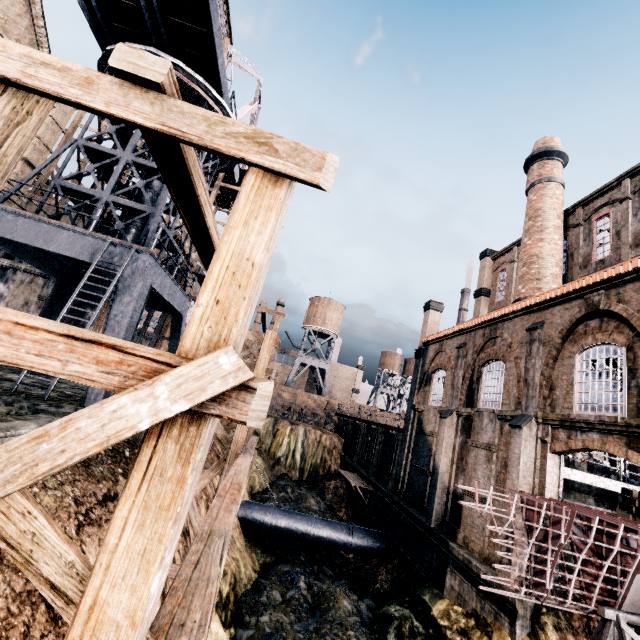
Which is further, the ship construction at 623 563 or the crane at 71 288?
the crane at 71 288

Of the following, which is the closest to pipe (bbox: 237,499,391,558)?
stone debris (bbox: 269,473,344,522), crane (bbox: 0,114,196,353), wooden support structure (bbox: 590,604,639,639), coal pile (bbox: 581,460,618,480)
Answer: stone debris (bbox: 269,473,344,522)

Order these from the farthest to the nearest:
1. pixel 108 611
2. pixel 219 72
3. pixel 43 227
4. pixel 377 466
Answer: pixel 377 466 → pixel 219 72 → pixel 43 227 → pixel 108 611

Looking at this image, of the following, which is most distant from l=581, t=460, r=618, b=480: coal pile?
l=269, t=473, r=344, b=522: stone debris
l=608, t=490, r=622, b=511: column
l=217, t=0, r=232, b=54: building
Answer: l=217, t=0, r=232, b=54: building

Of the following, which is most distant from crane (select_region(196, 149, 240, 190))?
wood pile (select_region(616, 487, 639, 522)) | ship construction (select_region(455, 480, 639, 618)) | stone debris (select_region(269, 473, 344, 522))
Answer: wood pile (select_region(616, 487, 639, 522))

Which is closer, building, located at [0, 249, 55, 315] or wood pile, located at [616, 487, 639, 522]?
wood pile, located at [616, 487, 639, 522]

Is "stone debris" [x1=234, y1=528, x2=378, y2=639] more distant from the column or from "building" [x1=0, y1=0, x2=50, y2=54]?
the column

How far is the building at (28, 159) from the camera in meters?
17.5
